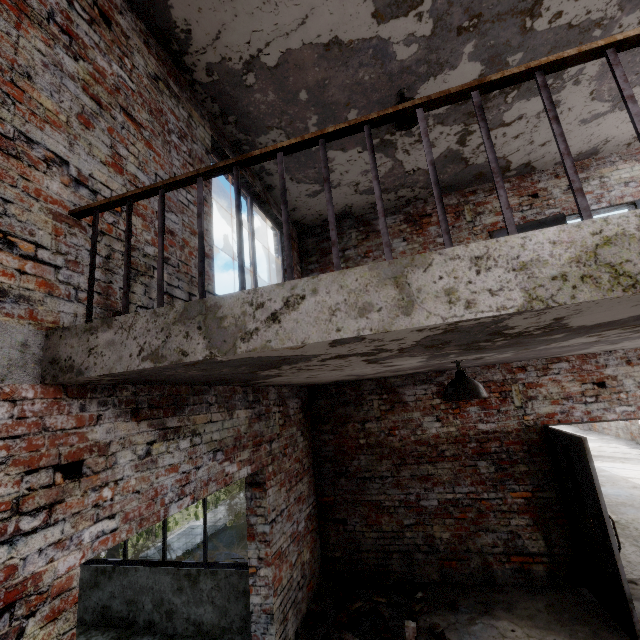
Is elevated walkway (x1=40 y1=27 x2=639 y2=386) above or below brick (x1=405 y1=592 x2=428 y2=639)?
above

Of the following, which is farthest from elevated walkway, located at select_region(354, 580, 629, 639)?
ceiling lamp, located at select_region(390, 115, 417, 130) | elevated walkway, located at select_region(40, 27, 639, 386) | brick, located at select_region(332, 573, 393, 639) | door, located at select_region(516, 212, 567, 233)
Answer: ceiling lamp, located at select_region(390, 115, 417, 130)

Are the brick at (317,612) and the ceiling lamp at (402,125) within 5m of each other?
no

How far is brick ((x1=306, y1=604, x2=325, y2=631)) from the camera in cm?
424

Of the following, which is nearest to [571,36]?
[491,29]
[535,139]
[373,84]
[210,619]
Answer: [491,29]

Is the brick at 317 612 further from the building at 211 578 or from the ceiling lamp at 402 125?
the ceiling lamp at 402 125

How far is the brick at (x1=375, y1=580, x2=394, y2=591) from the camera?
4.9 meters

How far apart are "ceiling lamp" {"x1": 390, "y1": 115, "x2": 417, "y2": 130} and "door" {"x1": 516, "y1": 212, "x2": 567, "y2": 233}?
2.87m
